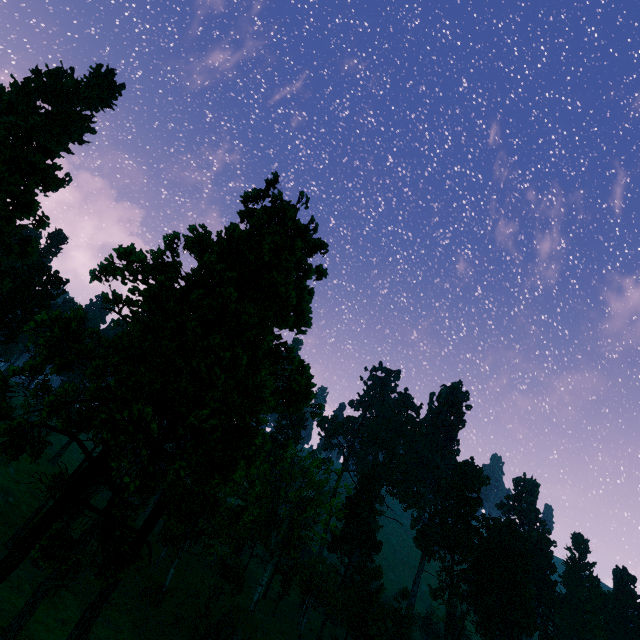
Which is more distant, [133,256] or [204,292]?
[204,292]

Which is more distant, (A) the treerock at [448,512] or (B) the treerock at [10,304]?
(A) the treerock at [448,512]

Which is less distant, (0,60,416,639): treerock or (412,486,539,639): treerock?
(0,60,416,639): treerock
